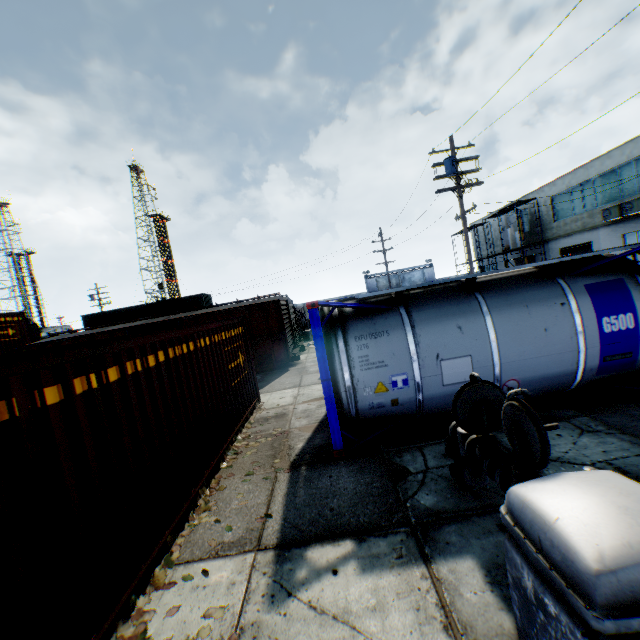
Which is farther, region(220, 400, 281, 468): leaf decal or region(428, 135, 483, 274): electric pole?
region(428, 135, 483, 274): electric pole

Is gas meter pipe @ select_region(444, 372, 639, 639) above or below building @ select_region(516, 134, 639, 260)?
below

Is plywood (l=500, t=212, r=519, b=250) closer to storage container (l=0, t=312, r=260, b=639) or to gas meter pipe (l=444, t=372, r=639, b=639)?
storage container (l=0, t=312, r=260, b=639)

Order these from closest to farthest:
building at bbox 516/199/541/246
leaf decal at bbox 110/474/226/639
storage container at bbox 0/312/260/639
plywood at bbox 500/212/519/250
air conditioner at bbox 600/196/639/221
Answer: storage container at bbox 0/312/260/639 → leaf decal at bbox 110/474/226/639 → air conditioner at bbox 600/196/639/221 → plywood at bbox 500/212/519/250 → building at bbox 516/199/541/246

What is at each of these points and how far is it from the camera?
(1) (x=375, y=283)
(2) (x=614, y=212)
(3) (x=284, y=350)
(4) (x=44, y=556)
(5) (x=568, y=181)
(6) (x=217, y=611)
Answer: (1) metal gate, 53.8m
(2) air conditioner, 22.8m
(3) train, 16.1m
(4) storage container, 2.7m
(5) building, 27.0m
(6) leaf decal, 3.3m

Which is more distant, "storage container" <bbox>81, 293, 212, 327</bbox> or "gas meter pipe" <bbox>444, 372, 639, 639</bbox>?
"storage container" <bbox>81, 293, 212, 327</bbox>

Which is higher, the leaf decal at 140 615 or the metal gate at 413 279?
the metal gate at 413 279

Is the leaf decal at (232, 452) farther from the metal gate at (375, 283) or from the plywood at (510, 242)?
the metal gate at (375, 283)
